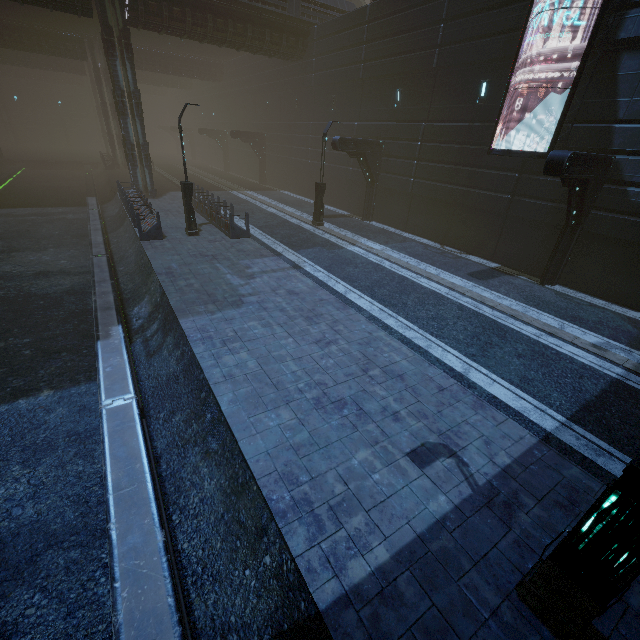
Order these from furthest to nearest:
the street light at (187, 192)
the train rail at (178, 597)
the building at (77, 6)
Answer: the building at (77, 6) → the street light at (187, 192) → the train rail at (178, 597)

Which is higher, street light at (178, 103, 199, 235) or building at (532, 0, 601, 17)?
building at (532, 0, 601, 17)

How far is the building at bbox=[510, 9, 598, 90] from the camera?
11.5 meters

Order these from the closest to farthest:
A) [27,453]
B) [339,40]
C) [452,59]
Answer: [27,453] < [452,59] < [339,40]

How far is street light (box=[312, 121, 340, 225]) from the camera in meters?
17.7

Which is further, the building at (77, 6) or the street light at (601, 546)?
the building at (77, 6)

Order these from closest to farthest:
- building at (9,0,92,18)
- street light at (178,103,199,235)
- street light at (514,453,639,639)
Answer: street light at (514,453,639,639)
street light at (178,103,199,235)
building at (9,0,92,18)

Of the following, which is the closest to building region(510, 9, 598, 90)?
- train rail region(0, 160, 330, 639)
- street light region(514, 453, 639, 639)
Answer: train rail region(0, 160, 330, 639)
